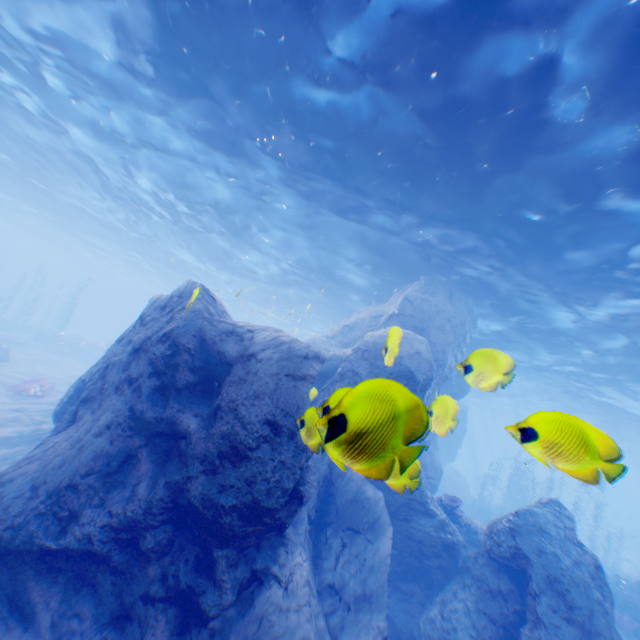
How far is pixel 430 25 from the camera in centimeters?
615cm

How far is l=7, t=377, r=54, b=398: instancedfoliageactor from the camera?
16.4 meters

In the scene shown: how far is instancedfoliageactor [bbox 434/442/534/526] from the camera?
10.6 meters

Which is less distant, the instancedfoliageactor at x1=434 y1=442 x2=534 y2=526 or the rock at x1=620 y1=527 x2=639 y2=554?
the instancedfoliageactor at x1=434 y1=442 x2=534 y2=526

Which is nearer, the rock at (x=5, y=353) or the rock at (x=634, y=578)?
the rock at (x=634, y=578)

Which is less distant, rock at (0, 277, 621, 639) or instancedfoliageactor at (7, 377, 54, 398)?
rock at (0, 277, 621, 639)

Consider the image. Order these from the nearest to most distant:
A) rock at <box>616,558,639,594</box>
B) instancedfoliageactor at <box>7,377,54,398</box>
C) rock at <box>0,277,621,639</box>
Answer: rock at <box>0,277,621,639</box>
rock at <box>616,558,639,594</box>
instancedfoliageactor at <box>7,377,54,398</box>

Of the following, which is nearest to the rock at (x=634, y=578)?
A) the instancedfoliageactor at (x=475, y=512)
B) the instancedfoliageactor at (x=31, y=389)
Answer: the instancedfoliageactor at (x=475, y=512)
